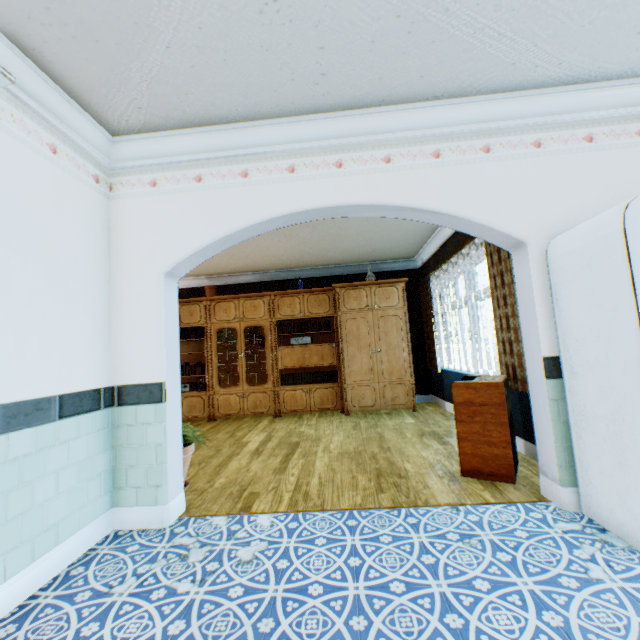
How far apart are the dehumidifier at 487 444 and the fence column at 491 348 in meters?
26.8

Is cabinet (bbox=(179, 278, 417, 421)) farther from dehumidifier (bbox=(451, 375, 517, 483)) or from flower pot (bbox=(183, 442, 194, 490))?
flower pot (bbox=(183, 442, 194, 490))

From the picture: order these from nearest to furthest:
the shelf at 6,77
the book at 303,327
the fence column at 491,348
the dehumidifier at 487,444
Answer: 1. the shelf at 6,77
2. the dehumidifier at 487,444
3. the book at 303,327
4. the fence column at 491,348

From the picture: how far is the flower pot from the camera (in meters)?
3.17

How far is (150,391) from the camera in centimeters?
262cm

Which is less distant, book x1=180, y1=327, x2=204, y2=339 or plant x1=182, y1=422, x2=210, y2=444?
plant x1=182, y1=422, x2=210, y2=444

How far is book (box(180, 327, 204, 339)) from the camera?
6.9 meters

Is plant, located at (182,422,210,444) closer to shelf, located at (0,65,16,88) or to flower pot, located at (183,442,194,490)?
flower pot, located at (183,442,194,490)
